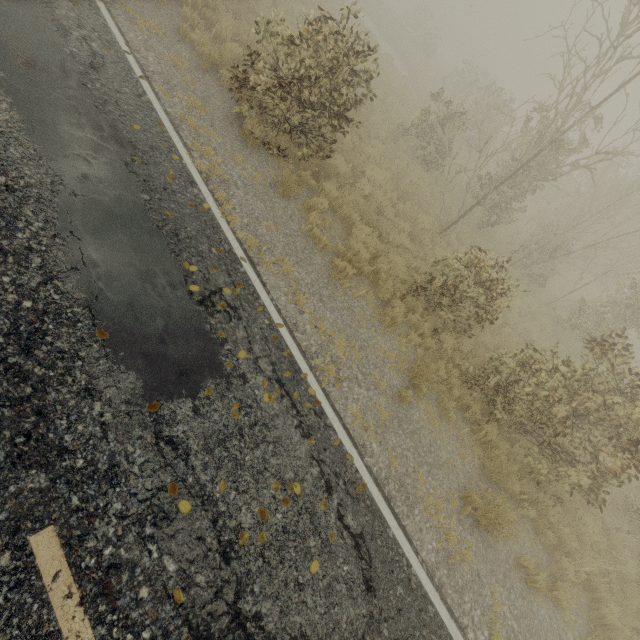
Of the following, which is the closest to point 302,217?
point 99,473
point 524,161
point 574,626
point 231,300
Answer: point 231,300
